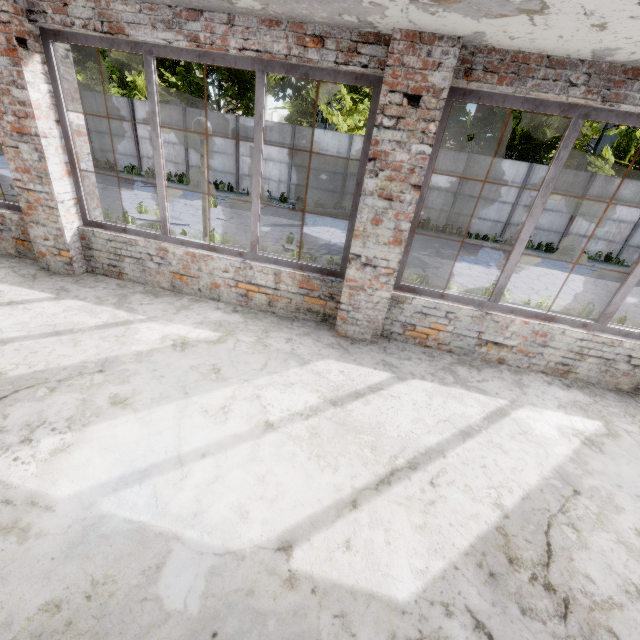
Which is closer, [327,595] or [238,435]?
[327,595]

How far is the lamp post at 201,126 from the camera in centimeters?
518cm

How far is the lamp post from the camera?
5.2 meters
